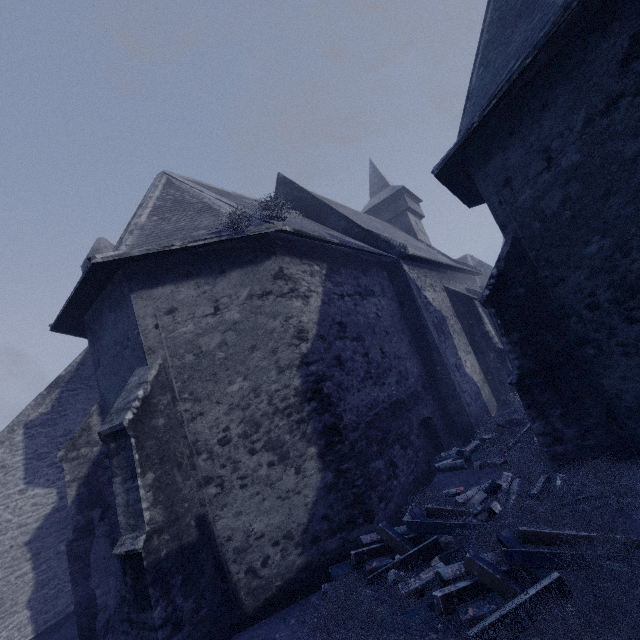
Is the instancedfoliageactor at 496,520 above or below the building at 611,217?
below

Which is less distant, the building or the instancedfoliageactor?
the instancedfoliageactor

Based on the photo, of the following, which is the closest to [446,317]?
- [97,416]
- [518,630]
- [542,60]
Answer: [542,60]

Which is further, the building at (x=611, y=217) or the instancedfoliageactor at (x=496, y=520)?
the building at (x=611, y=217)

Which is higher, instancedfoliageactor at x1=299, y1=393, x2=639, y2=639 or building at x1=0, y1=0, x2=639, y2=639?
building at x1=0, y1=0, x2=639, y2=639
